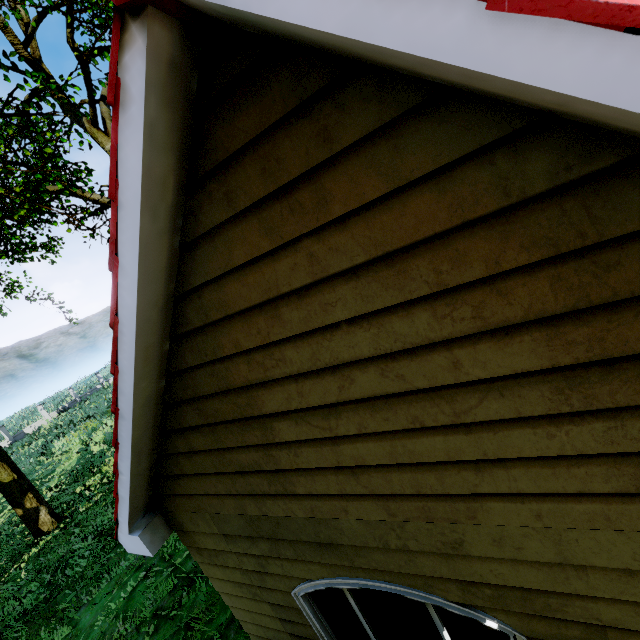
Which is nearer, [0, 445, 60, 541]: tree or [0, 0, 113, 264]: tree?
[0, 0, 113, 264]: tree

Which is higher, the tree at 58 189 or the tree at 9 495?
the tree at 58 189

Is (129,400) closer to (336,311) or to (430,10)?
(336,311)

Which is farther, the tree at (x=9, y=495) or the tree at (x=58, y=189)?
the tree at (x=9, y=495)

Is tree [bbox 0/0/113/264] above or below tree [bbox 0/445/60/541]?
above
